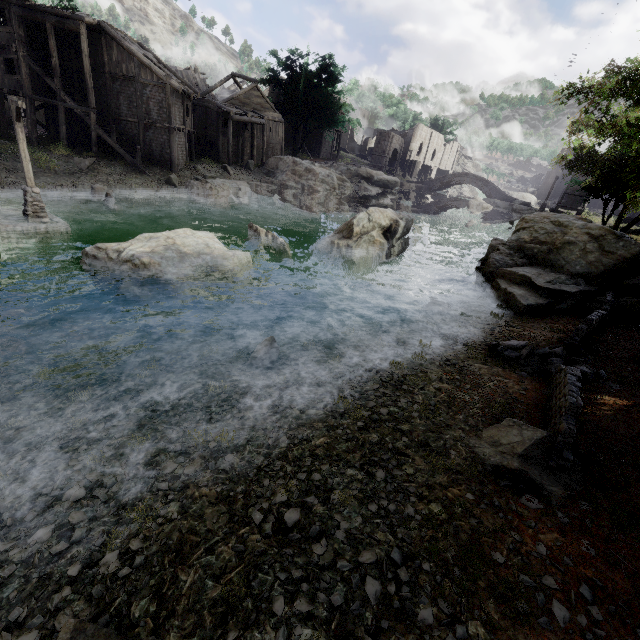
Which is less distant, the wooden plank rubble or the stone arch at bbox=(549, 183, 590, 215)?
the wooden plank rubble

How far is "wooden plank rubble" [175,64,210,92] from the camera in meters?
41.1 m

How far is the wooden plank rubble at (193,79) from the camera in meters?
41.1

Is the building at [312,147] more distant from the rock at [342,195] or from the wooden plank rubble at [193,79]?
the rock at [342,195]

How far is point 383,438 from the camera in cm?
625

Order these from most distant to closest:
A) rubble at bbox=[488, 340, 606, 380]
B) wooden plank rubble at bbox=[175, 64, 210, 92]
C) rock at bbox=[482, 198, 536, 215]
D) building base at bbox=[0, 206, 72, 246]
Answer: rock at bbox=[482, 198, 536, 215], wooden plank rubble at bbox=[175, 64, 210, 92], building base at bbox=[0, 206, 72, 246], rubble at bbox=[488, 340, 606, 380]

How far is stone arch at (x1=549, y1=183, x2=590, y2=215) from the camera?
44.0 meters

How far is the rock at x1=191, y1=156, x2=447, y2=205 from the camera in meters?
32.2
